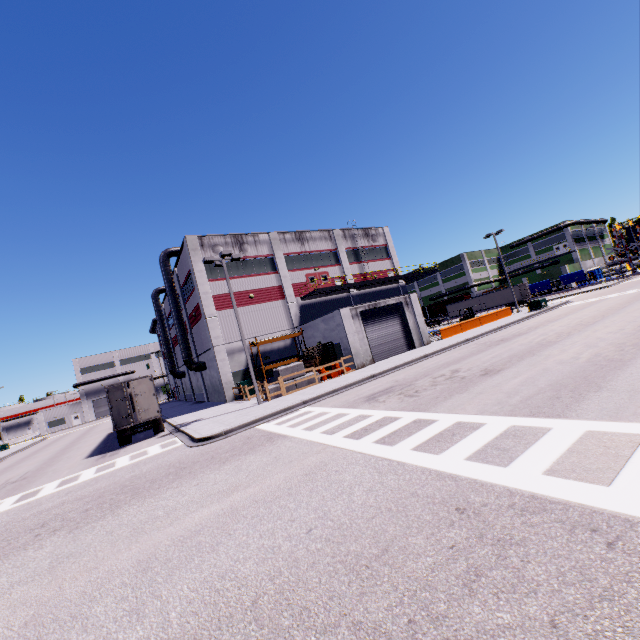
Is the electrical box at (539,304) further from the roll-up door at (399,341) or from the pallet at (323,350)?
the pallet at (323,350)

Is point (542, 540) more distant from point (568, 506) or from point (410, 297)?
point (410, 297)

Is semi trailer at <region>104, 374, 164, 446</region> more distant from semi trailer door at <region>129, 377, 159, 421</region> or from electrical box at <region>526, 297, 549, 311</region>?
electrical box at <region>526, 297, 549, 311</region>

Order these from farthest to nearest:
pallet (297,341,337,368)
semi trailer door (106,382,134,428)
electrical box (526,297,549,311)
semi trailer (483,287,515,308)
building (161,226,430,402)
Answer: semi trailer (483,287,515,308) < electrical box (526,297,549,311) < building (161,226,430,402) < pallet (297,341,337,368) < semi trailer door (106,382,134,428)

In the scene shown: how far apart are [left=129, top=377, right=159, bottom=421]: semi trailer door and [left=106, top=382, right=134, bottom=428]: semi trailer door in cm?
49

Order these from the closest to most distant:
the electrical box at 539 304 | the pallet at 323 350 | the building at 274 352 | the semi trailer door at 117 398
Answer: the semi trailer door at 117 398
the pallet at 323 350
the building at 274 352
the electrical box at 539 304

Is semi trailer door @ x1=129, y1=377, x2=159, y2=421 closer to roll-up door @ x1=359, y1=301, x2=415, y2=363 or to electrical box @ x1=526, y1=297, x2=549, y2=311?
roll-up door @ x1=359, y1=301, x2=415, y2=363

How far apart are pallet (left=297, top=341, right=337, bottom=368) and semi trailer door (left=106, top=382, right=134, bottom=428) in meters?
11.6
